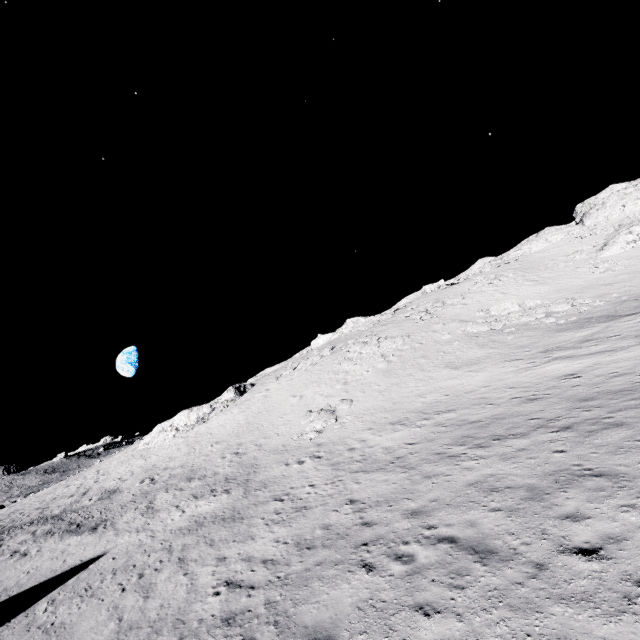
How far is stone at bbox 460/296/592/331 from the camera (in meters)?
27.89

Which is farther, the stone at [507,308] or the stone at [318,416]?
the stone at [507,308]

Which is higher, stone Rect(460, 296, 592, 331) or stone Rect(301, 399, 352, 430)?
stone Rect(460, 296, 592, 331)

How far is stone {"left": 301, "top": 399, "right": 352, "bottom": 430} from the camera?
23.2m

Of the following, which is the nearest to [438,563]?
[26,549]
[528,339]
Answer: [528,339]

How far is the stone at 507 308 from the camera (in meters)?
27.89

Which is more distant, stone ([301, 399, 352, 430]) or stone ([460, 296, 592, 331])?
stone ([460, 296, 592, 331])
